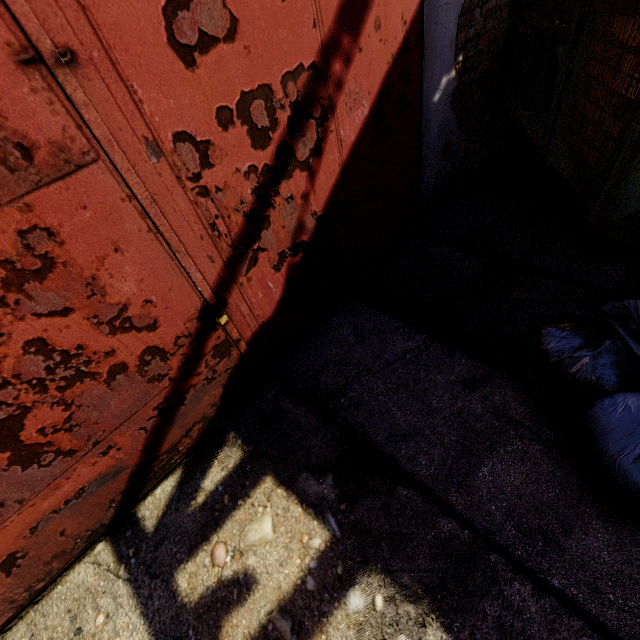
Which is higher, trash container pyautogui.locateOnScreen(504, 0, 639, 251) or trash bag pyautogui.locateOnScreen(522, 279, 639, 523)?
trash container pyautogui.locateOnScreen(504, 0, 639, 251)

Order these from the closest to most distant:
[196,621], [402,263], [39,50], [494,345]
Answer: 1. [39,50]
2. [196,621]
3. [494,345]
4. [402,263]

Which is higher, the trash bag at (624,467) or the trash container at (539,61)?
the trash container at (539,61)
